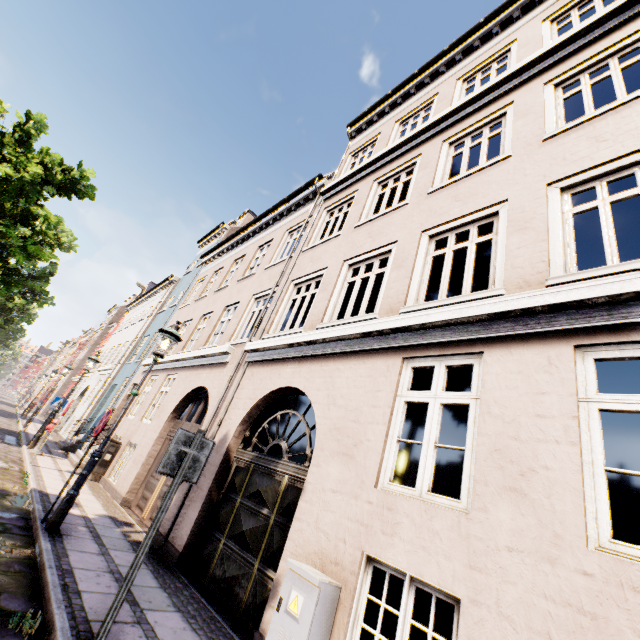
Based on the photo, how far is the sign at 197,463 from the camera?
3.48m

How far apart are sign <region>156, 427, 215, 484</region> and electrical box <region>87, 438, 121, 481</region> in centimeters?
914cm

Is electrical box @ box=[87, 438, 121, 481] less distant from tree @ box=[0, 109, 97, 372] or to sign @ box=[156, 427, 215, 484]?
tree @ box=[0, 109, 97, 372]

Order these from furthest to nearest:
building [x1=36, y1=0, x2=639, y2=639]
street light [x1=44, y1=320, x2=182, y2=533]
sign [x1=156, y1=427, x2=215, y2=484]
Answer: street light [x1=44, y1=320, x2=182, y2=533] → sign [x1=156, y1=427, x2=215, y2=484] → building [x1=36, y1=0, x2=639, y2=639]

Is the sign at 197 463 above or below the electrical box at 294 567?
above

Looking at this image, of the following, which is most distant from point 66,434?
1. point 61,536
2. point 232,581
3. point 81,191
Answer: point 232,581

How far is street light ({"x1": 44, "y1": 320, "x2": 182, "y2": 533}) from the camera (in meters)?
5.13

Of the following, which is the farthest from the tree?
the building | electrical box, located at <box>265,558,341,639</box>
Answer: electrical box, located at <box>265,558,341,639</box>
